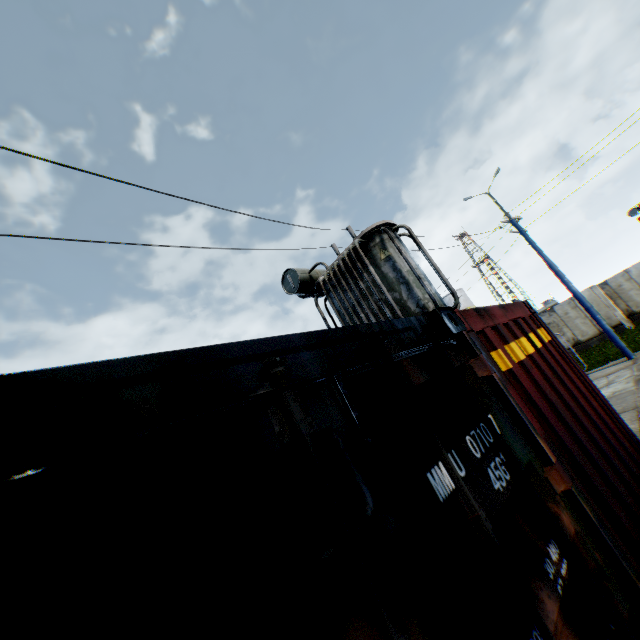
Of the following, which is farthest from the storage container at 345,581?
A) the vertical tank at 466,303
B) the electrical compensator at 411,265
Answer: the vertical tank at 466,303

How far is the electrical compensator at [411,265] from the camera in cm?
713

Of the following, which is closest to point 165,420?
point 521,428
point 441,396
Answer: point 441,396

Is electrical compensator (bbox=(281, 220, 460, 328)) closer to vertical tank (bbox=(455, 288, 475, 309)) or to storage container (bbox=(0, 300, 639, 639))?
storage container (bbox=(0, 300, 639, 639))

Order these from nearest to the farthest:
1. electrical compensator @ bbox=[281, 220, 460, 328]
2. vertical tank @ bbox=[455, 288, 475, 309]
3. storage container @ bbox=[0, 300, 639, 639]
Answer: storage container @ bbox=[0, 300, 639, 639]
electrical compensator @ bbox=[281, 220, 460, 328]
vertical tank @ bbox=[455, 288, 475, 309]

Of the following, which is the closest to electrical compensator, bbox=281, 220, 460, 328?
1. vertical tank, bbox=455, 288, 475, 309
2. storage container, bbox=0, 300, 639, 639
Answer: storage container, bbox=0, 300, 639, 639
